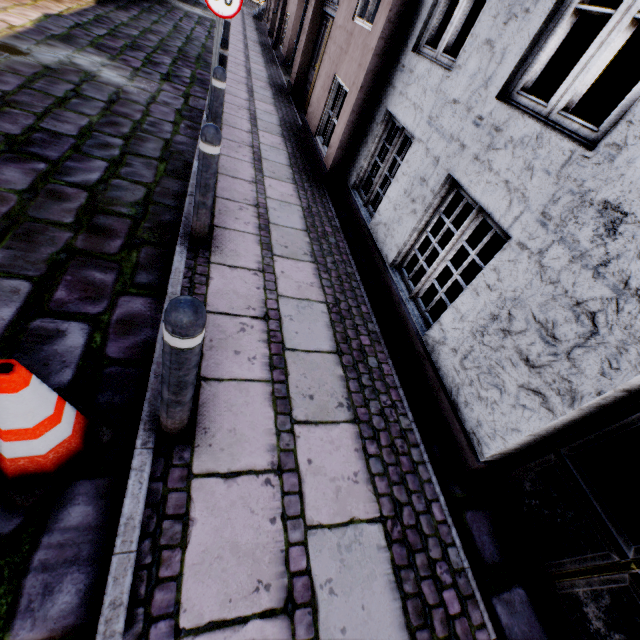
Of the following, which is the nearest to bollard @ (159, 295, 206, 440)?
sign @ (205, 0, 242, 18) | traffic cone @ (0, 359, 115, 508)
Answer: traffic cone @ (0, 359, 115, 508)

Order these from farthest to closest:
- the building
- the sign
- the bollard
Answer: the sign < the building < the bollard

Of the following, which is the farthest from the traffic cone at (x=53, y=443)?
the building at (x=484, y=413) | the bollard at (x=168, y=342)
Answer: the building at (x=484, y=413)

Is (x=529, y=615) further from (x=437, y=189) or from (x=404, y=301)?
(x=437, y=189)

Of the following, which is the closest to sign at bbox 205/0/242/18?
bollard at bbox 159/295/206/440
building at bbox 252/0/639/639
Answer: building at bbox 252/0/639/639

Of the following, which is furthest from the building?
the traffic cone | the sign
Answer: the traffic cone

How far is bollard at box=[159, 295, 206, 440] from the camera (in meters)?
1.24

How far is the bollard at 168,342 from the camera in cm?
124
